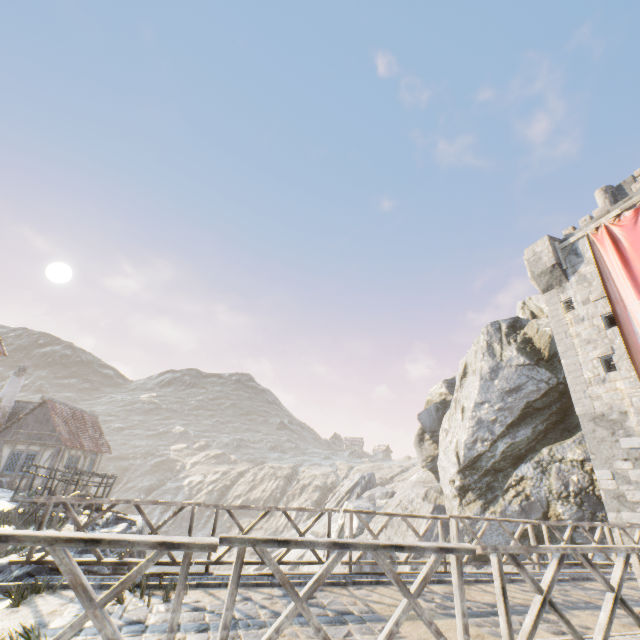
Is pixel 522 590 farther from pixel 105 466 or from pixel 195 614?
pixel 105 466

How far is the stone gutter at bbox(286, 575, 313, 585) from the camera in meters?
→ 6.1 m

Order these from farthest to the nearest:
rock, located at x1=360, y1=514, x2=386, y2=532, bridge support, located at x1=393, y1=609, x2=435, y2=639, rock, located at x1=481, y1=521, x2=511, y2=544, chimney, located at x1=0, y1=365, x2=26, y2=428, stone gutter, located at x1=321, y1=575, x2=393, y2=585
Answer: rock, located at x1=360, y1=514, x2=386, y2=532
chimney, located at x1=0, y1=365, x2=26, y2=428
rock, located at x1=481, y1=521, x2=511, y2=544
stone gutter, located at x1=321, y1=575, x2=393, y2=585
bridge support, located at x1=393, y1=609, x2=435, y2=639

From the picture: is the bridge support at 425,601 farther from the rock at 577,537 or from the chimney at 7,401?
the chimney at 7,401

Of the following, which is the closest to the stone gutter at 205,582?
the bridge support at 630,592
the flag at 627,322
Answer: the bridge support at 630,592

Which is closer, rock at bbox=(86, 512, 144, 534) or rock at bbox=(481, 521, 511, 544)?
rock at bbox=(86, 512, 144, 534)

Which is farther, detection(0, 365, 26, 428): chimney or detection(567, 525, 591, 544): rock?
detection(0, 365, 26, 428): chimney

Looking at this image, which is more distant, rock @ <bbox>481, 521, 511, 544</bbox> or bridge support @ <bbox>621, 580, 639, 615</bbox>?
rock @ <bbox>481, 521, 511, 544</bbox>
